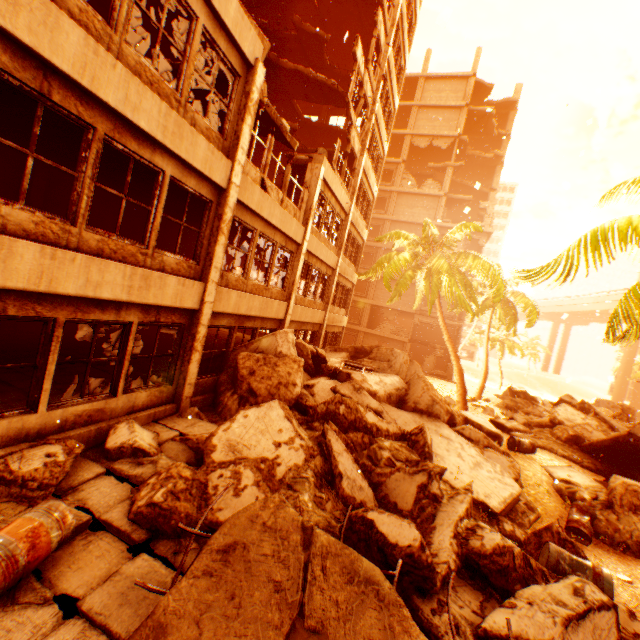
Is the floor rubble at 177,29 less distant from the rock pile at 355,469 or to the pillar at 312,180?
the pillar at 312,180

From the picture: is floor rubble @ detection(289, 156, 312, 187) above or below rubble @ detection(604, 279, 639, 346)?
above

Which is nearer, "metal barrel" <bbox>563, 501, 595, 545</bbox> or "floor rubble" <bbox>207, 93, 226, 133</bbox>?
"metal barrel" <bbox>563, 501, 595, 545</bbox>

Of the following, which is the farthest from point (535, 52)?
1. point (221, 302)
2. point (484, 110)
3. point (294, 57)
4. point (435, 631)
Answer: point (435, 631)

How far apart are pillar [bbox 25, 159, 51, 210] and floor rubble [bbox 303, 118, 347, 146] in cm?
1507

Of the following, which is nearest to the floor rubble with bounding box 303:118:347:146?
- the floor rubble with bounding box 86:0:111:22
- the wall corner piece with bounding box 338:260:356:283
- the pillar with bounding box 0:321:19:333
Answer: the floor rubble with bounding box 86:0:111:22

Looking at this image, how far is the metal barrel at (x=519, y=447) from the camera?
11.7 meters

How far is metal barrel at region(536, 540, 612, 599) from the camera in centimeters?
466cm
